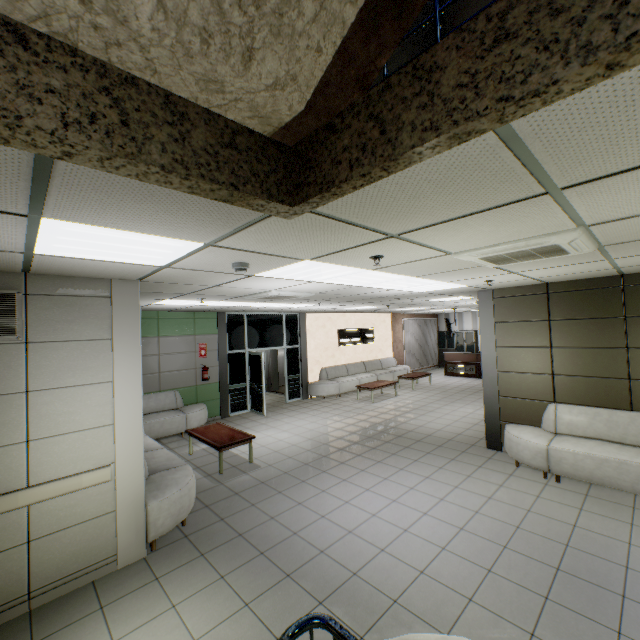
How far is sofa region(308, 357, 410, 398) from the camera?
12.0m

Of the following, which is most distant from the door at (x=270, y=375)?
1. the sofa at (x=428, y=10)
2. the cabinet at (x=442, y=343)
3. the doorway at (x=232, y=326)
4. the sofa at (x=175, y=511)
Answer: the sofa at (x=428, y=10)

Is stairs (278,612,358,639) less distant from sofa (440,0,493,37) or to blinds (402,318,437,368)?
sofa (440,0,493,37)

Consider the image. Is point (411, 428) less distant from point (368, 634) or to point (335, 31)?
point (368, 634)

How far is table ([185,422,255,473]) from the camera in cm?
599

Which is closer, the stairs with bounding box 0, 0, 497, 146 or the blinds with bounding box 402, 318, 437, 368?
the stairs with bounding box 0, 0, 497, 146

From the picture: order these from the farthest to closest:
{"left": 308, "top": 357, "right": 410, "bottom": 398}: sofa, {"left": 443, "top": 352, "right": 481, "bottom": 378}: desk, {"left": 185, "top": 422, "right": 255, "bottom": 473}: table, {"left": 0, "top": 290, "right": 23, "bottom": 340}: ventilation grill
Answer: {"left": 443, "top": 352, "right": 481, "bottom": 378}: desk
{"left": 308, "top": 357, "right": 410, "bottom": 398}: sofa
{"left": 185, "top": 422, "right": 255, "bottom": 473}: table
{"left": 0, "top": 290, "right": 23, "bottom": 340}: ventilation grill

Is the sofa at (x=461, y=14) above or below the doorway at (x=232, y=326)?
above
